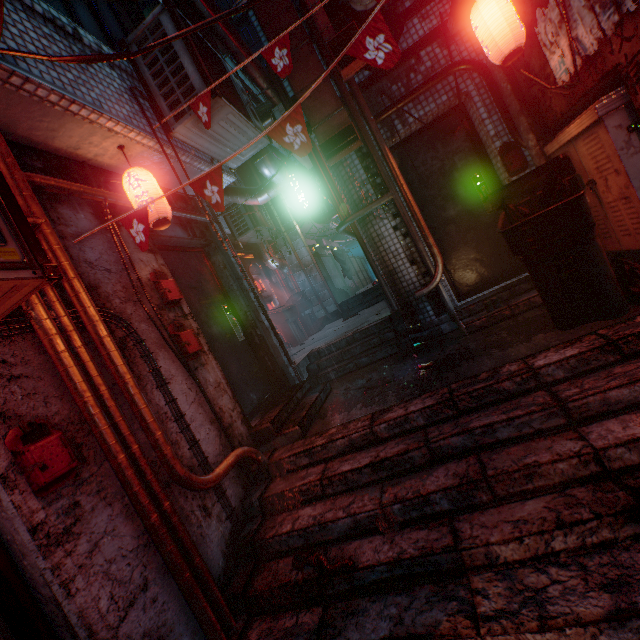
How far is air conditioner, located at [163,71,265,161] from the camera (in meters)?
2.88

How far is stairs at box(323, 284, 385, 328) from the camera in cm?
814

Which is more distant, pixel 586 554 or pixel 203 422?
pixel 203 422

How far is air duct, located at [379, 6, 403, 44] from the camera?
3.22m

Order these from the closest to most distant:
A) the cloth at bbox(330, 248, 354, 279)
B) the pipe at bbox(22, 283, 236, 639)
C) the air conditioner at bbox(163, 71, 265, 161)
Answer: the pipe at bbox(22, 283, 236, 639)
the air conditioner at bbox(163, 71, 265, 161)
the cloth at bbox(330, 248, 354, 279)

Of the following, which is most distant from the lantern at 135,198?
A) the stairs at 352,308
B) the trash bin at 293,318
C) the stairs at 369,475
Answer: the stairs at 352,308

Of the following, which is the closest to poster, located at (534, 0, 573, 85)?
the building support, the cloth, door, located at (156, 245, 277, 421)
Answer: door, located at (156, 245, 277, 421)

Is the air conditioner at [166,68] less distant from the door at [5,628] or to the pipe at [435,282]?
the pipe at [435,282]
